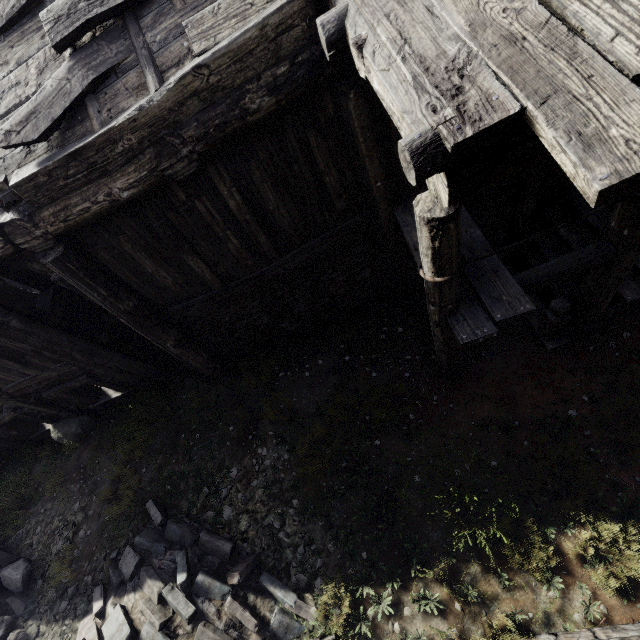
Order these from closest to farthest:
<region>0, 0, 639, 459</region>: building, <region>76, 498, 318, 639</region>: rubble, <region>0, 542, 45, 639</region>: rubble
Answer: <region>0, 0, 639, 459</region>: building → <region>76, 498, 318, 639</region>: rubble → <region>0, 542, 45, 639</region>: rubble

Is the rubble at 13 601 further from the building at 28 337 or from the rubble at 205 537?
the building at 28 337

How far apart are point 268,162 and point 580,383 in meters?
6.1 m

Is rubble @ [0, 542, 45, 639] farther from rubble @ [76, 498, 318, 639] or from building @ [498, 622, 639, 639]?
building @ [498, 622, 639, 639]

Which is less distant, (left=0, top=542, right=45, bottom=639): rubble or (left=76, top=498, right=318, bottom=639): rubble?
(left=76, top=498, right=318, bottom=639): rubble

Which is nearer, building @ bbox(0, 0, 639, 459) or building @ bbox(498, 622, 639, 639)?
building @ bbox(0, 0, 639, 459)

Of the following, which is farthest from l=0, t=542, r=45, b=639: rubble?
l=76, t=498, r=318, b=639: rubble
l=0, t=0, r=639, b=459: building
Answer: l=0, t=0, r=639, b=459: building
